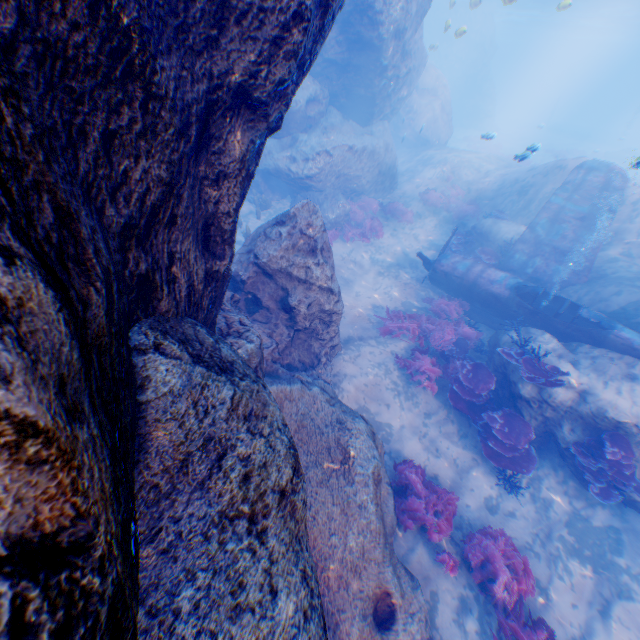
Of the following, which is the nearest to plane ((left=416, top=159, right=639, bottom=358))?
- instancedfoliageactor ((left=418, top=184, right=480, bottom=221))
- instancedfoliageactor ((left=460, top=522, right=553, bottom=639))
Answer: instancedfoliageactor ((left=418, top=184, right=480, bottom=221))

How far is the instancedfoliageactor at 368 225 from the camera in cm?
1472

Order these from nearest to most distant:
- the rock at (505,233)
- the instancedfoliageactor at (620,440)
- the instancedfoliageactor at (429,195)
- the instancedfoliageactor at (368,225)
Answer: the instancedfoliageactor at (620,440)
the rock at (505,233)
the instancedfoliageactor at (368,225)
the instancedfoliageactor at (429,195)

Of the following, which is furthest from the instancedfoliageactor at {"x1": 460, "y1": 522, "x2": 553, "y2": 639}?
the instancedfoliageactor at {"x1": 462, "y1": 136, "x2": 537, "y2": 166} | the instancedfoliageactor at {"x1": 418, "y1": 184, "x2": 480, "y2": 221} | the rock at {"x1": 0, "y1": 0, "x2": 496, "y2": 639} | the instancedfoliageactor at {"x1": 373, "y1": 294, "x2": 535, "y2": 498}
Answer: the instancedfoliageactor at {"x1": 462, "y1": 136, "x2": 537, "y2": 166}

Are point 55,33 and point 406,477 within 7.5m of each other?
no

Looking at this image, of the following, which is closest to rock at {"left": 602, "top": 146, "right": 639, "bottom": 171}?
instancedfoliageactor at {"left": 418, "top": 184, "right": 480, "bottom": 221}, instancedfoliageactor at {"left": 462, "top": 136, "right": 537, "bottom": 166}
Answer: instancedfoliageactor at {"left": 418, "top": 184, "right": 480, "bottom": 221}

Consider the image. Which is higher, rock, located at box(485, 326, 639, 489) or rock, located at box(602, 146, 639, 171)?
rock, located at box(602, 146, 639, 171)
